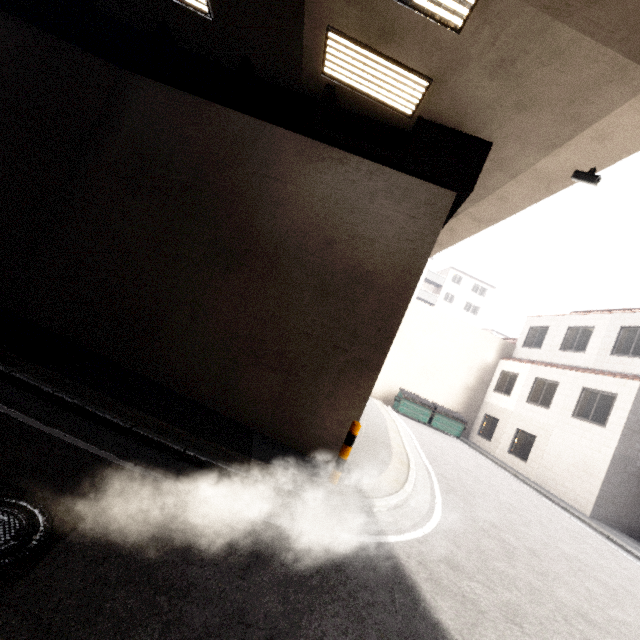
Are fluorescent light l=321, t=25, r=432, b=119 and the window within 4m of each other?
yes

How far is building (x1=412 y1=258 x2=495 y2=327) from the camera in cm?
4681

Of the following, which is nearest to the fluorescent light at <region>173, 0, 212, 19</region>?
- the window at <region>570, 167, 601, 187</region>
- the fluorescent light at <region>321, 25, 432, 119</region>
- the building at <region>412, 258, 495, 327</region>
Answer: the fluorescent light at <region>321, 25, 432, 119</region>

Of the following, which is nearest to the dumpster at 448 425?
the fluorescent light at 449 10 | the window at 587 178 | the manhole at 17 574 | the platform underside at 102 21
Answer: the platform underside at 102 21

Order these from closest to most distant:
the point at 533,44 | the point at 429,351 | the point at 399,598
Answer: the point at 399,598
the point at 533,44
the point at 429,351

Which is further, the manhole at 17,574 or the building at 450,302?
the building at 450,302

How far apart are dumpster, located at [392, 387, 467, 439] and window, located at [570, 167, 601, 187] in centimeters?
1495cm

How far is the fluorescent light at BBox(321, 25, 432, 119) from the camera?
5.5m
